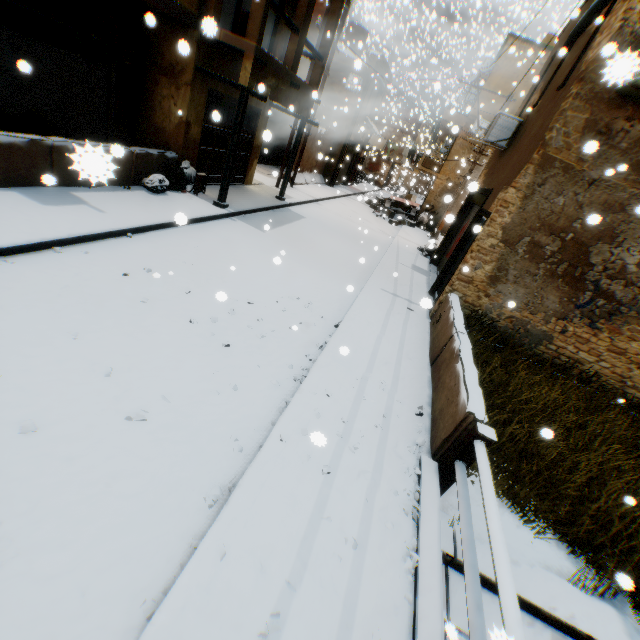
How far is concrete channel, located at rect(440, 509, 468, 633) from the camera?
3.3 meters

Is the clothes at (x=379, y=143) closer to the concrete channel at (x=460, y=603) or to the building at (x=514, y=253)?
the building at (x=514, y=253)

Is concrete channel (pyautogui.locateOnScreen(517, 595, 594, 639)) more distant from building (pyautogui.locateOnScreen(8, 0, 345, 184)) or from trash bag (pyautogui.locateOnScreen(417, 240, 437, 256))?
trash bag (pyautogui.locateOnScreen(417, 240, 437, 256))

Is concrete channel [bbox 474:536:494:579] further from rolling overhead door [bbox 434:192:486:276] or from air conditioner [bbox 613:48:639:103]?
air conditioner [bbox 613:48:639:103]

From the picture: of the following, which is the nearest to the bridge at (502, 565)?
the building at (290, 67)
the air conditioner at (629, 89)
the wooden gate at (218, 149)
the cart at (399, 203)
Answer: the building at (290, 67)

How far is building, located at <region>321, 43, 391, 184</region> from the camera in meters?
20.1 m

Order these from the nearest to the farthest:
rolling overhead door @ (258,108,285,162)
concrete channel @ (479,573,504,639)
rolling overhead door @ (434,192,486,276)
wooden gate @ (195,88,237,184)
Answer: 1. concrete channel @ (479,573,504,639)
2. wooden gate @ (195,88,237,184)
3. rolling overhead door @ (434,192,486,276)
4. rolling overhead door @ (258,108,285,162)

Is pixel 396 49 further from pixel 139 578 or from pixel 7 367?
pixel 139 578
